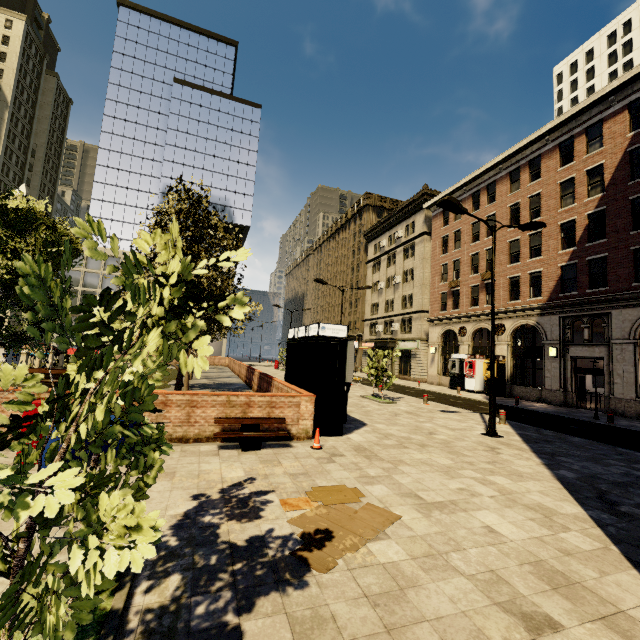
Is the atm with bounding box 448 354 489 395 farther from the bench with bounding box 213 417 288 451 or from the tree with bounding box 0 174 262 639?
the bench with bounding box 213 417 288 451

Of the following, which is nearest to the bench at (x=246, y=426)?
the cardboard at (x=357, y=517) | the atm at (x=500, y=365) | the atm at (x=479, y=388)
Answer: the cardboard at (x=357, y=517)

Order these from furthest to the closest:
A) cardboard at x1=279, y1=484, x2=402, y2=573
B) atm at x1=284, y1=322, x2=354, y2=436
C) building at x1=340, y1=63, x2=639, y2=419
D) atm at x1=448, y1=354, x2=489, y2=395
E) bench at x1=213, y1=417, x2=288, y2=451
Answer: atm at x1=448, y1=354, x2=489, y2=395 < building at x1=340, y1=63, x2=639, y2=419 < atm at x1=284, y1=322, x2=354, y2=436 < bench at x1=213, y1=417, x2=288, y2=451 < cardboard at x1=279, y1=484, x2=402, y2=573

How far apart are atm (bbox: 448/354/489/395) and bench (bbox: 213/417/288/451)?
22.6 meters

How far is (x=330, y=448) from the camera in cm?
826

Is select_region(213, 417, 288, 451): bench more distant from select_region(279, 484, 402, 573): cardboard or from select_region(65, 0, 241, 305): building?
select_region(65, 0, 241, 305): building

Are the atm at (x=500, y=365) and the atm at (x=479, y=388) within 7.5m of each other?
yes

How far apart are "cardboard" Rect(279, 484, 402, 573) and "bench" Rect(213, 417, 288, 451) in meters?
2.3 m
